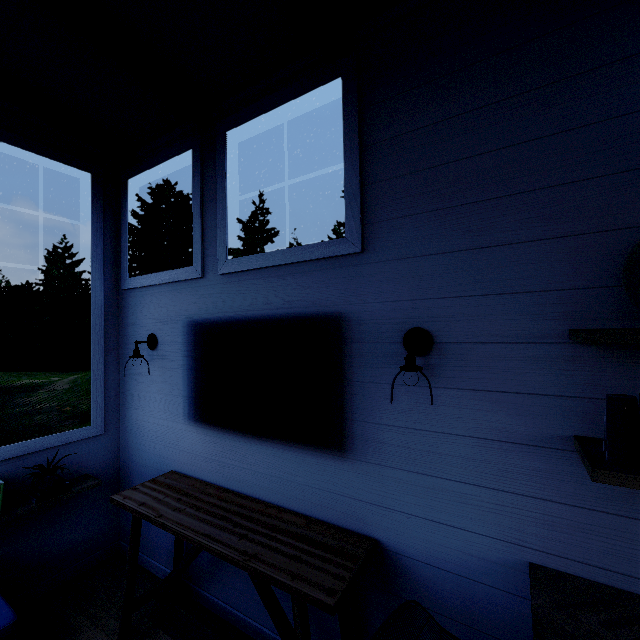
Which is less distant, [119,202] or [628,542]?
[628,542]

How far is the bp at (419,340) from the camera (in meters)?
1.47

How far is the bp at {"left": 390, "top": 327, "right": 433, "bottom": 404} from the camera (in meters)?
1.47
